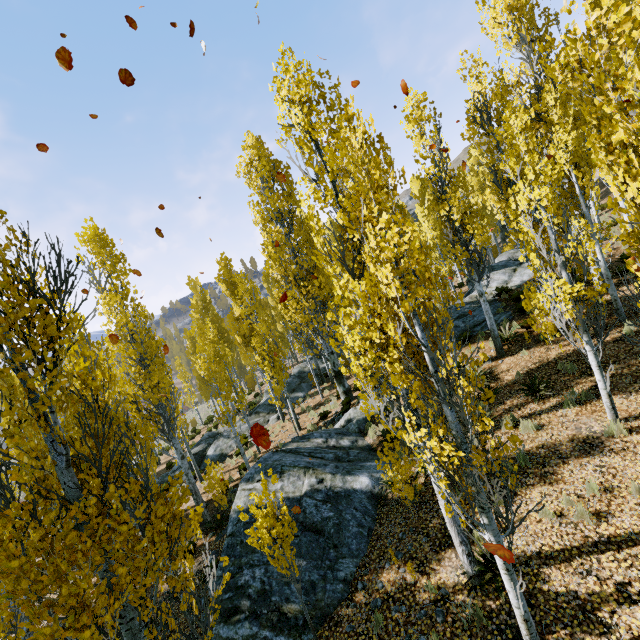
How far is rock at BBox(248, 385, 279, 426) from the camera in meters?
21.2 m

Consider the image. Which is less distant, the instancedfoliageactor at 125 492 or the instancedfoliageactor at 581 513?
the instancedfoliageactor at 125 492

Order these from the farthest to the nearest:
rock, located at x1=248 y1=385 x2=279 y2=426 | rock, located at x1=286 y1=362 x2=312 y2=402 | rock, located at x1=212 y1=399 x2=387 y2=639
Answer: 1. rock, located at x1=286 y1=362 x2=312 y2=402
2. rock, located at x1=248 y1=385 x2=279 y2=426
3. rock, located at x1=212 y1=399 x2=387 y2=639

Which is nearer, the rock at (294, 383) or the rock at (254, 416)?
the rock at (254, 416)

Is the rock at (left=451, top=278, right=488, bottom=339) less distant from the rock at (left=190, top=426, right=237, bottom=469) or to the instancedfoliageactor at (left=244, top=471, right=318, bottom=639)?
the instancedfoliageactor at (left=244, top=471, right=318, bottom=639)

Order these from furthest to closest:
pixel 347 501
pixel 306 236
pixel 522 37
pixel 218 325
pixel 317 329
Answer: pixel 218 325 → pixel 306 236 → pixel 317 329 → pixel 522 37 → pixel 347 501

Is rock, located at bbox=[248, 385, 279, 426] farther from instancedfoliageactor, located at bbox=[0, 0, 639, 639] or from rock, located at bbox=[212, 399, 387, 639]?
rock, located at bbox=[212, 399, 387, 639]
